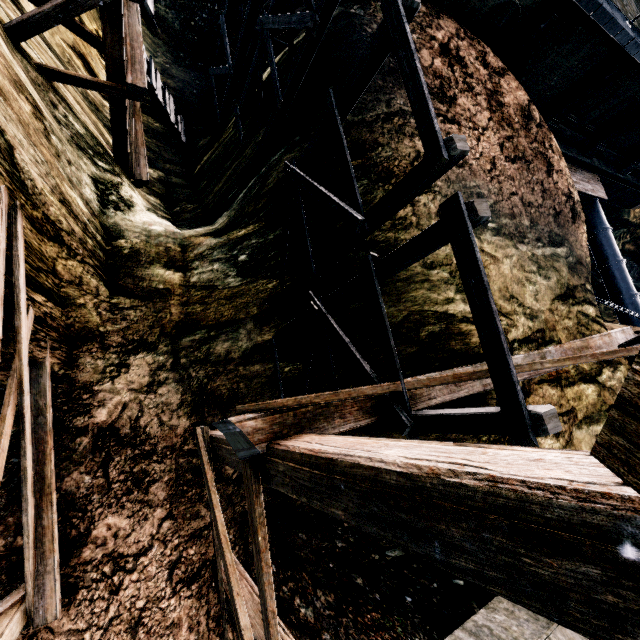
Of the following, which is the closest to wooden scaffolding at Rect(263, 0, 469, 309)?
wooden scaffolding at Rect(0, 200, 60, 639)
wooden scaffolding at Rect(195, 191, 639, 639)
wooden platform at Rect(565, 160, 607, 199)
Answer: wooden scaffolding at Rect(195, 191, 639, 639)

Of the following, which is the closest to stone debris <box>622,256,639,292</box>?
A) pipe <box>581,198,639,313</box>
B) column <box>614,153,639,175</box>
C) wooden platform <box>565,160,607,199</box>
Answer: pipe <box>581,198,639,313</box>

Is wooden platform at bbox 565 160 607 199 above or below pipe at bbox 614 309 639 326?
above

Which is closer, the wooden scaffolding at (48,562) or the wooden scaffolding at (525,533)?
the wooden scaffolding at (525,533)

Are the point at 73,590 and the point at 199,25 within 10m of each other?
no

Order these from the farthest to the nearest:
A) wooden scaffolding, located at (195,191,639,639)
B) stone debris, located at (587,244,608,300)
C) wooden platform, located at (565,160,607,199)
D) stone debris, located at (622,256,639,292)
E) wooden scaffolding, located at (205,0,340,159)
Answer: stone debris, located at (622,256,639,292), stone debris, located at (587,244,608,300), wooden platform, located at (565,160,607,199), wooden scaffolding, located at (205,0,340,159), wooden scaffolding, located at (195,191,639,639)

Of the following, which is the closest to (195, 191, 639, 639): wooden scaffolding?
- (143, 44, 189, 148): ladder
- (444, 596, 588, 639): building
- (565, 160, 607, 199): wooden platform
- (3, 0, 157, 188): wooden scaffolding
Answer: (444, 596, 588, 639): building

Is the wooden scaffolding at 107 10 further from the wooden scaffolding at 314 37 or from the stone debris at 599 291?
the stone debris at 599 291
